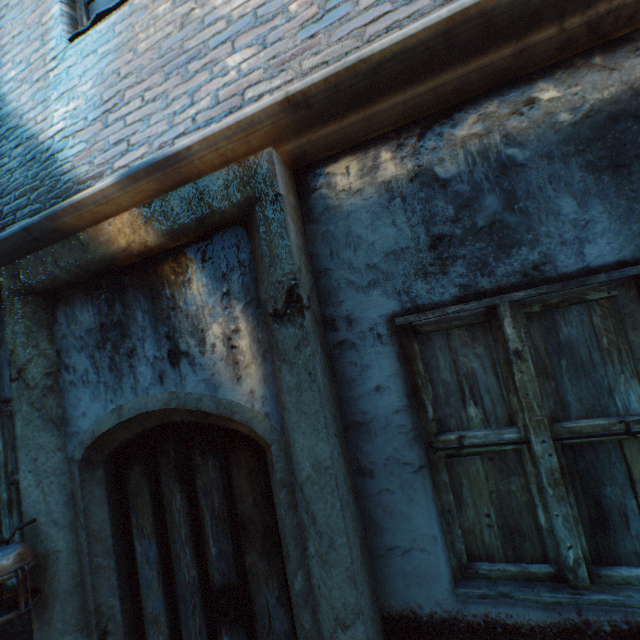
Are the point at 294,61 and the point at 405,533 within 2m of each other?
no
